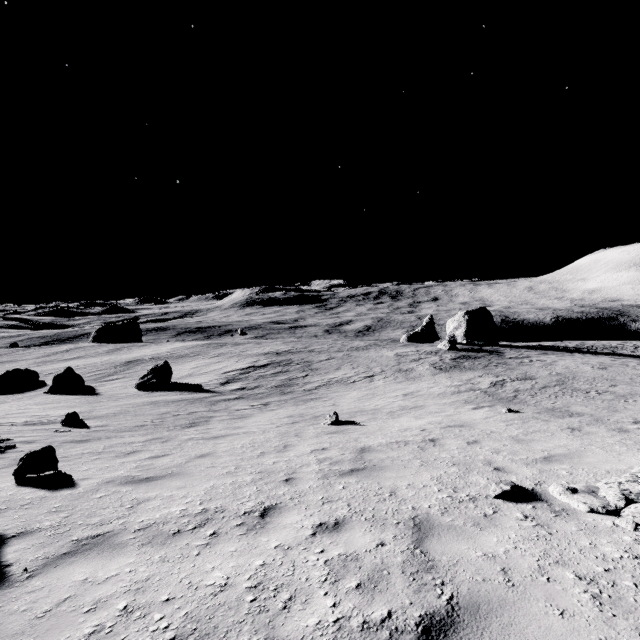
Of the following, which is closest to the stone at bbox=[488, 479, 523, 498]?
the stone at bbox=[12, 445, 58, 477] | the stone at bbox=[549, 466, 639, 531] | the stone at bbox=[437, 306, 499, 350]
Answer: the stone at bbox=[549, 466, 639, 531]

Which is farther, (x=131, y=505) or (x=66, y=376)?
(x=66, y=376)

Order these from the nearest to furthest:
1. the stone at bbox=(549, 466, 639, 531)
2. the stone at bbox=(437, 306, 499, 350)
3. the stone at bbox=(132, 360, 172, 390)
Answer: the stone at bbox=(549, 466, 639, 531) → the stone at bbox=(132, 360, 172, 390) → the stone at bbox=(437, 306, 499, 350)

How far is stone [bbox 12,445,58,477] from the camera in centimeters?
619cm

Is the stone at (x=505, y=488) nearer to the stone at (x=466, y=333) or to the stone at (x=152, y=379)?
the stone at (x=152, y=379)

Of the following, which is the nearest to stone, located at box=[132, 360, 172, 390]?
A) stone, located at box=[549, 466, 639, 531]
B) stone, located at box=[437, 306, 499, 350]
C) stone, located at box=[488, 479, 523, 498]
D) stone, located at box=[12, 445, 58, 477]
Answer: stone, located at box=[12, 445, 58, 477]

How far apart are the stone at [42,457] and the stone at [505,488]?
8.2 meters

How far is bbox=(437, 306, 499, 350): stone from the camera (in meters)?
46.07
